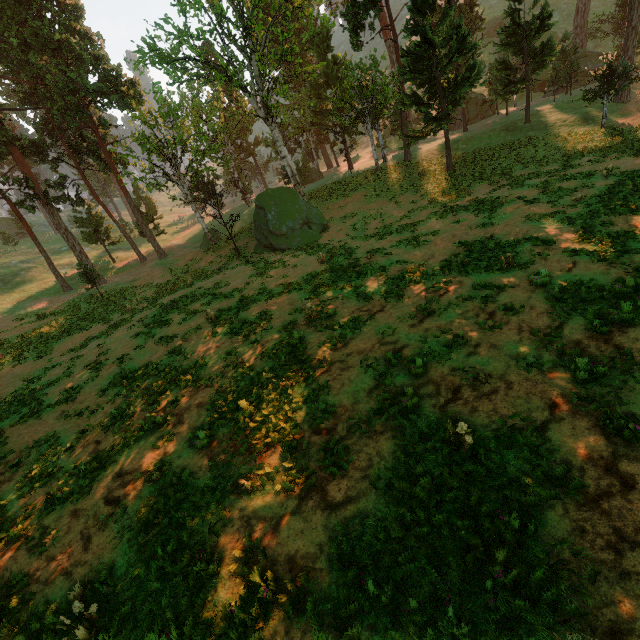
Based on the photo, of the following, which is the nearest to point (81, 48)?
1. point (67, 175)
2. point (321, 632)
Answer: point (67, 175)
